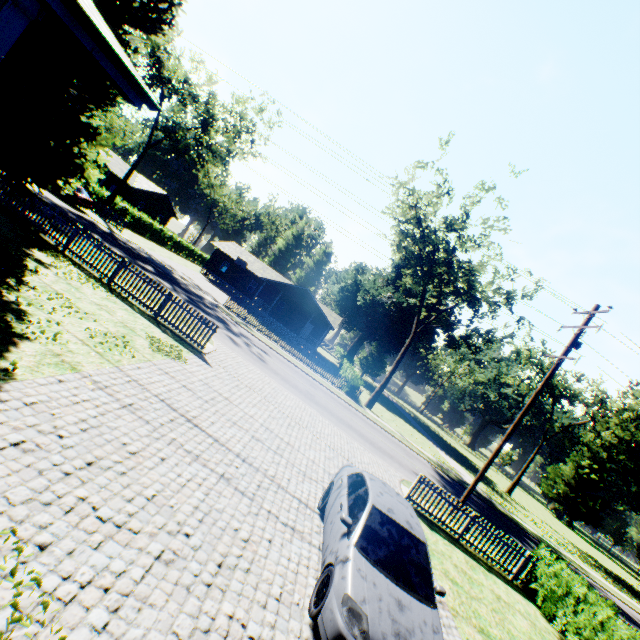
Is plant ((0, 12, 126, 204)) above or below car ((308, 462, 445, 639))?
above

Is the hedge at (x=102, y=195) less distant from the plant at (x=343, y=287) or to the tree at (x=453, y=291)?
the plant at (x=343, y=287)

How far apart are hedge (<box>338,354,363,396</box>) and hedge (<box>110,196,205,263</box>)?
30.58m

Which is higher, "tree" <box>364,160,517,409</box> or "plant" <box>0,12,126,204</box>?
"tree" <box>364,160,517,409</box>

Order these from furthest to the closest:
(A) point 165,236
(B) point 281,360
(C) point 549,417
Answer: (A) point 165,236, (C) point 549,417, (B) point 281,360

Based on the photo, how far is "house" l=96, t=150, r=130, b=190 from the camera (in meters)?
38.69

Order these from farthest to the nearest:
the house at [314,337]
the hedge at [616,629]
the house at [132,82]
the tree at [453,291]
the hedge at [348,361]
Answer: the house at [314,337] < the hedge at [348,361] < the tree at [453,291] < the hedge at [616,629] < the house at [132,82]

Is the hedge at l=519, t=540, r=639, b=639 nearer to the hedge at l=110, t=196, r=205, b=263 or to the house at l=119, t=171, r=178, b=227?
the hedge at l=110, t=196, r=205, b=263
